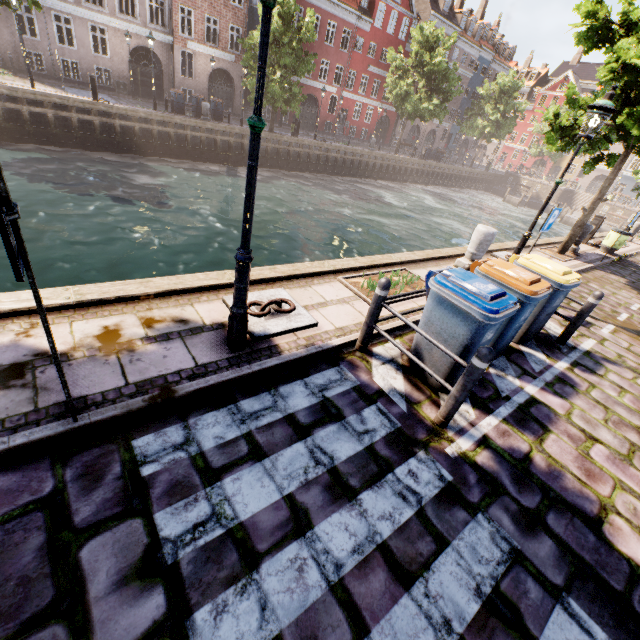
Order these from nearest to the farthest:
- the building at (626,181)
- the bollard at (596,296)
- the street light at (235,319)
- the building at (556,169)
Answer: the street light at (235,319) → the bollard at (596,296) → the building at (626,181) → the building at (556,169)

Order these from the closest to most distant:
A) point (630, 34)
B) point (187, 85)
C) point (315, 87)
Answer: point (630, 34), point (187, 85), point (315, 87)

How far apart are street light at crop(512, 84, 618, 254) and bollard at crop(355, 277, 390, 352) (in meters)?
5.20

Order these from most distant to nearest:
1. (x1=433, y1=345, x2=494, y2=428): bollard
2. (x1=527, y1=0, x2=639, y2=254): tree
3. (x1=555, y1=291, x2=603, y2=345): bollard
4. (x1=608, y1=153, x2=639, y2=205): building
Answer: (x1=608, y1=153, x2=639, y2=205): building, (x1=527, y1=0, x2=639, y2=254): tree, (x1=555, y1=291, x2=603, y2=345): bollard, (x1=433, y1=345, x2=494, y2=428): bollard

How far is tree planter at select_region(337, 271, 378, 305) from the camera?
5.6m

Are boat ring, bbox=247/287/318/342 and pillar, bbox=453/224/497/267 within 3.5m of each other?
no

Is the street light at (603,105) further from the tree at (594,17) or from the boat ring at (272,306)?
the boat ring at (272,306)

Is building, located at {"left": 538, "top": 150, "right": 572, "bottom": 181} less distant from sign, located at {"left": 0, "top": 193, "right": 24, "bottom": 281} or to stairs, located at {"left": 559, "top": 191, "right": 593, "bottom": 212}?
stairs, located at {"left": 559, "top": 191, "right": 593, "bottom": 212}
